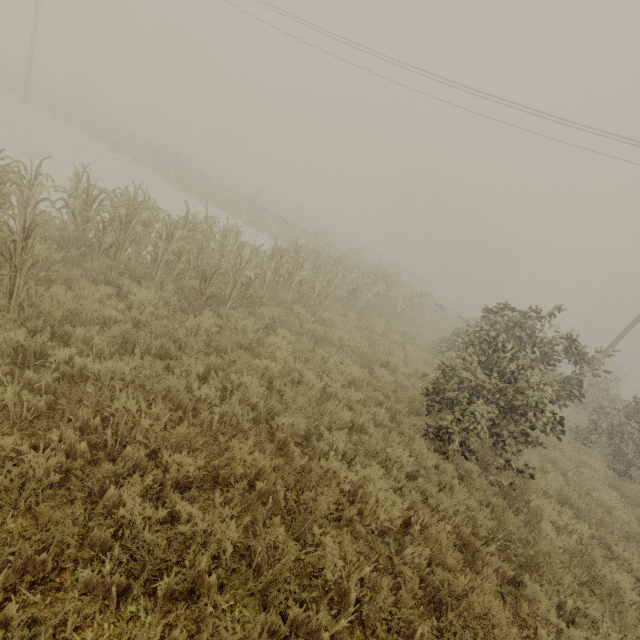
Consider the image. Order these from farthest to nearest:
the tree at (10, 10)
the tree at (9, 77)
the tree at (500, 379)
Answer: the tree at (10, 10)
the tree at (9, 77)
the tree at (500, 379)

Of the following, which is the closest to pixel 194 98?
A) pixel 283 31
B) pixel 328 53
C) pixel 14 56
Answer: pixel 14 56

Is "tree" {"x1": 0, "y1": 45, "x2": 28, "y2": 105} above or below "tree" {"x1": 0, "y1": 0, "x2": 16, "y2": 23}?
below

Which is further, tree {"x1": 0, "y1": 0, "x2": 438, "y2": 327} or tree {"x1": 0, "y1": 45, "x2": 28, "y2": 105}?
tree {"x1": 0, "y1": 45, "x2": 28, "y2": 105}

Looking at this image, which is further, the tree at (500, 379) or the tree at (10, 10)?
the tree at (10, 10)

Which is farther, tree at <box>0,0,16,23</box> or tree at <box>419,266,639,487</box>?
tree at <box>0,0,16,23</box>

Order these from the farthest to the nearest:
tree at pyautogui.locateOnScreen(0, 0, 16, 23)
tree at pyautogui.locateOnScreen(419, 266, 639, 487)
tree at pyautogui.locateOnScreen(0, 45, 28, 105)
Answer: tree at pyautogui.locateOnScreen(0, 0, 16, 23) → tree at pyautogui.locateOnScreen(0, 45, 28, 105) → tree at pyautogui.locateOnScreen(419, 266, 639, 487)
